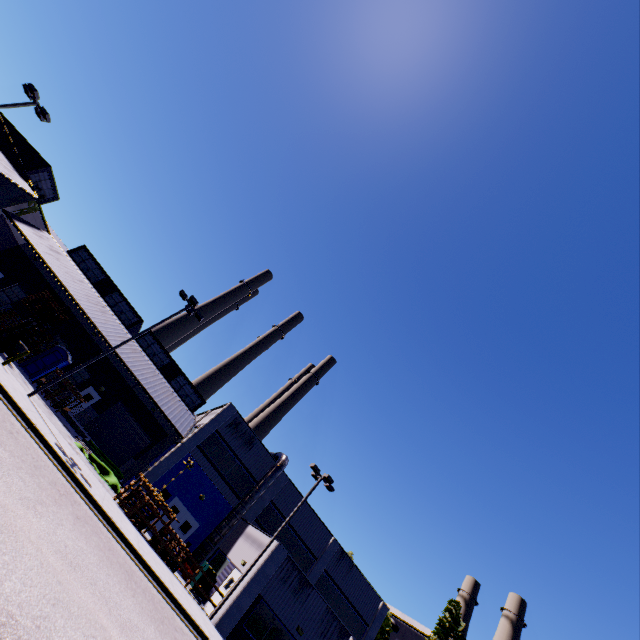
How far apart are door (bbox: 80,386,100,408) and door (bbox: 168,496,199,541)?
12.6 meters

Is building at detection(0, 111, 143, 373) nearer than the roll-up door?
Yes

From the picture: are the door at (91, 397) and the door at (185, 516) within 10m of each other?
no

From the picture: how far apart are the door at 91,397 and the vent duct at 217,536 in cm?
474

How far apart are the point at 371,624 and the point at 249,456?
19.2m

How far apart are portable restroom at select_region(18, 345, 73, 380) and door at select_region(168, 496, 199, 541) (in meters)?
13.72

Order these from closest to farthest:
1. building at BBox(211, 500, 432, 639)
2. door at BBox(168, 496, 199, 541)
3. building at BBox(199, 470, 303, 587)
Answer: building at BBox(211, 500, 432, 639) → building at BBox(199, 470, 303, 587) → door at BBox(168, 496, 199, 541)

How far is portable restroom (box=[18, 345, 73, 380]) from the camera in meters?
24.3
